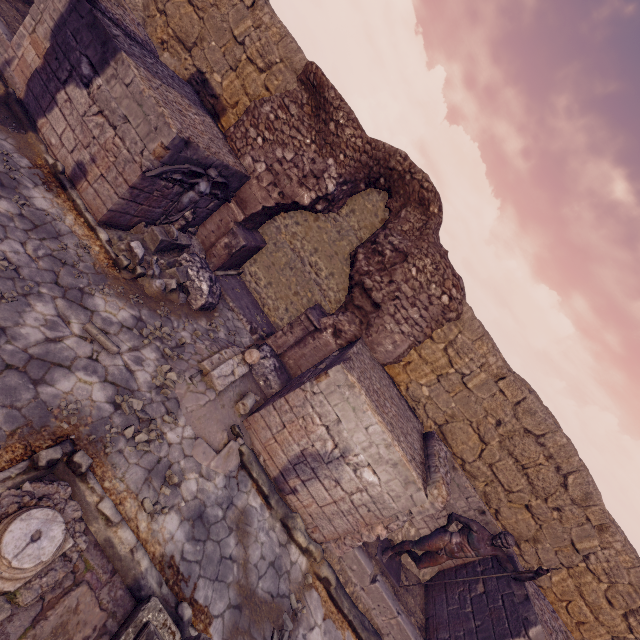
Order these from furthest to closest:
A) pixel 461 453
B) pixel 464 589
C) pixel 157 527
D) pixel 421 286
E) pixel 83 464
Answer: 1. pixel 461 453
2. pixel 421 286
3. pixel 464 589
4. pixel 157 527
5. pixel 83 464

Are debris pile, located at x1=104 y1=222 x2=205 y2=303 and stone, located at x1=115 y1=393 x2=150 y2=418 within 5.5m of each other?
yes

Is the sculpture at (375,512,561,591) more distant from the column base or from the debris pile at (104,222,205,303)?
the debris pile at (104,222,205,303)

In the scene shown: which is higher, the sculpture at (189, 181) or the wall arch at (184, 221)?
the sculpture at (189, 181)

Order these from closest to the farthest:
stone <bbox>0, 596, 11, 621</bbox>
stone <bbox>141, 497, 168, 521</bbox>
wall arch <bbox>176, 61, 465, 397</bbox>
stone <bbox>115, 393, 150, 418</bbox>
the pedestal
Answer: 1. stone <bbox>0, 596, 11, 621</bbox>
2. the pedestal
3. stone <bbox>141, 497, 168, 521</bbox>
4. stone <bbox>115, 393, 150, 418</bbox>
5. wall arch <bbox>176, 61, 465, 397</bbox>

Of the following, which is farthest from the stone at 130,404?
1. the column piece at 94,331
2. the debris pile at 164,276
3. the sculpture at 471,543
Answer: the sculpture at 471,543

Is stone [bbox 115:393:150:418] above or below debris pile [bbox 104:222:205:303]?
below

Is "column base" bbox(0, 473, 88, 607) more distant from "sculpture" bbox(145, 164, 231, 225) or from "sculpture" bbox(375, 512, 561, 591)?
"sculpture" bbox(375, 512, 561, 591)
